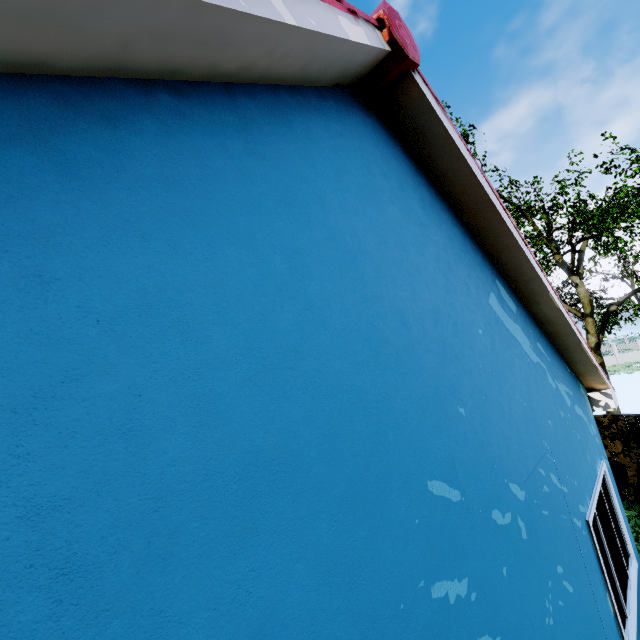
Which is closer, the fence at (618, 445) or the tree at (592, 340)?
the fence at (618, 445)

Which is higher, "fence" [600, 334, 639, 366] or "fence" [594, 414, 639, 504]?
"fence" [594, 414, 639, 504]

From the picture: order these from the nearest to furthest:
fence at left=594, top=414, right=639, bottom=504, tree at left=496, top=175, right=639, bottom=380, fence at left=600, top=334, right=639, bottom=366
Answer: fence at left=594, top=414, right=639, bottom=504
tree at left=496, top=175, right=639, bottom=380
fence at left=600, top=334, right=639, bottom=366

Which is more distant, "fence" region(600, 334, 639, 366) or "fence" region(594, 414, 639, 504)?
"fence" region(600, 334, 639, 366)

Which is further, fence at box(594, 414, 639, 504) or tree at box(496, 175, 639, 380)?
tree at box(496, 175, 639, 380)

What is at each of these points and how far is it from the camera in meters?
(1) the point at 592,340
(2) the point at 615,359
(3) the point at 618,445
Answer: (1) tree, 13.4 m
(2) fence, 37.8 m
(3) fence, 8.6 m

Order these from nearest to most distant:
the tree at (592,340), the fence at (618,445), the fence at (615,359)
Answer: the fence at (618,445) < the tree at (592,340) < the fence at (615,359)
